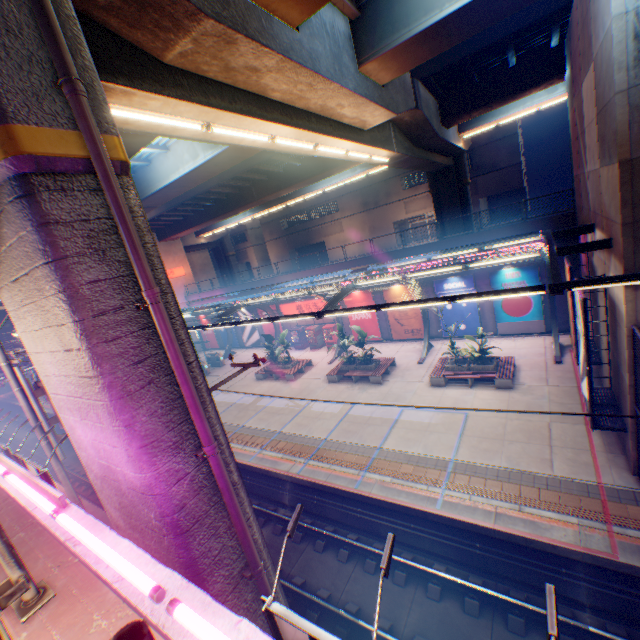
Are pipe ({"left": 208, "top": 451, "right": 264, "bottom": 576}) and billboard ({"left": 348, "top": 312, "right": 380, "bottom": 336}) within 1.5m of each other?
no

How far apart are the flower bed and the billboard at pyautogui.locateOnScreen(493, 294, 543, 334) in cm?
521

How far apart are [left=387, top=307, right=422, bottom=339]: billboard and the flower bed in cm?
662

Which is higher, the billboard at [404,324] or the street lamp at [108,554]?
the street lamp at [108,554]

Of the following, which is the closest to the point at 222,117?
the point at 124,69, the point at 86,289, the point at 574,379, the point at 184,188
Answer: the point at 124,69

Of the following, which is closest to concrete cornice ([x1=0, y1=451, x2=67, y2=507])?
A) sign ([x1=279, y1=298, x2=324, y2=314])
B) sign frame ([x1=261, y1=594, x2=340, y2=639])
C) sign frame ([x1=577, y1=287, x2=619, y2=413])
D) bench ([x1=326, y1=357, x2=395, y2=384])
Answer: sign frame ([x1=261, y1=594, x2=340, y2=639])

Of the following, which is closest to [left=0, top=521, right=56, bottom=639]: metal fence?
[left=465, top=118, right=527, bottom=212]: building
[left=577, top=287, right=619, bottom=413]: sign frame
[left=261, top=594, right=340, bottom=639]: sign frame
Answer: [left=577, top=287, right=619, bottom=413]: sign frame

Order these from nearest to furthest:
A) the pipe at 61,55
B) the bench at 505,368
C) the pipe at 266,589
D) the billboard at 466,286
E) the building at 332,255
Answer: the pipe at 61,55
the pipe at 266,589
the bench at 505,368
the billboard at 466,286
the building at 332,255
